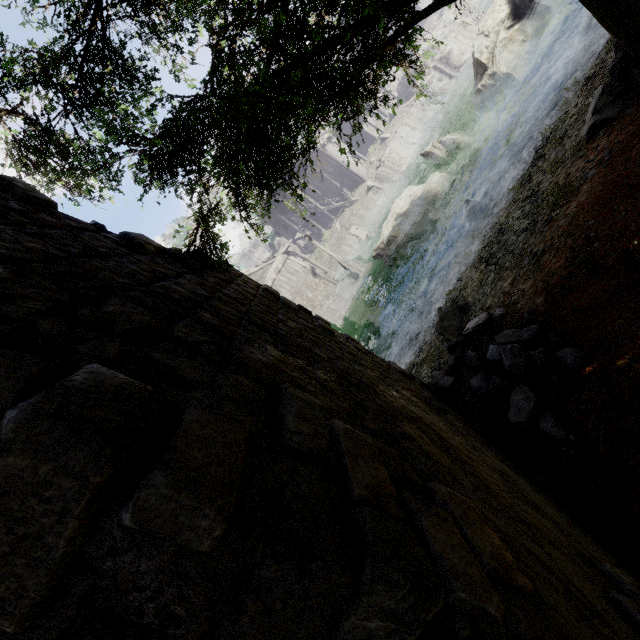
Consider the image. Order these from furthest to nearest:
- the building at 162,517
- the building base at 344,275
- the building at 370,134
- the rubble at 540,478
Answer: the building at 370,134
the building base at 344,275
the rubble at 540,478
the building at 162,517

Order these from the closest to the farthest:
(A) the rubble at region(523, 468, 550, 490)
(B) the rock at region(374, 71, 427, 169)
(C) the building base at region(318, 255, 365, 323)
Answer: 1. (A) the rubble at region(523, 468, 550, 490)
2. (C) the building base at region(318, 255, 365, 323)
3. (B) the rock at region(374, 71, 427, 169)

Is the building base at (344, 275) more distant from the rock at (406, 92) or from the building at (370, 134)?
the rock at (406, 92)

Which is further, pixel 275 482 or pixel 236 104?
pixel 236 104

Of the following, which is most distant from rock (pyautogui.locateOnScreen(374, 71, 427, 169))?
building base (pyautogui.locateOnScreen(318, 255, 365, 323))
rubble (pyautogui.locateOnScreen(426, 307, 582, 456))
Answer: rubble (pyautogui.locateOnScreen(426, 307, 582, 456))

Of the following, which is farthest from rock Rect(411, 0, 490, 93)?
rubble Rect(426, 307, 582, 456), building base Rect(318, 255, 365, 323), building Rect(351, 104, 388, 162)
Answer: rubble Rect(426, 307, 582, 456)

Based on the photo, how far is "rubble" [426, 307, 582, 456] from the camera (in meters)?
5.23

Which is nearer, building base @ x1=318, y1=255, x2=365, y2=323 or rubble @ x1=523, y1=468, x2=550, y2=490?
rubble @ x1=523, y1=468, x2=550, y2=490
